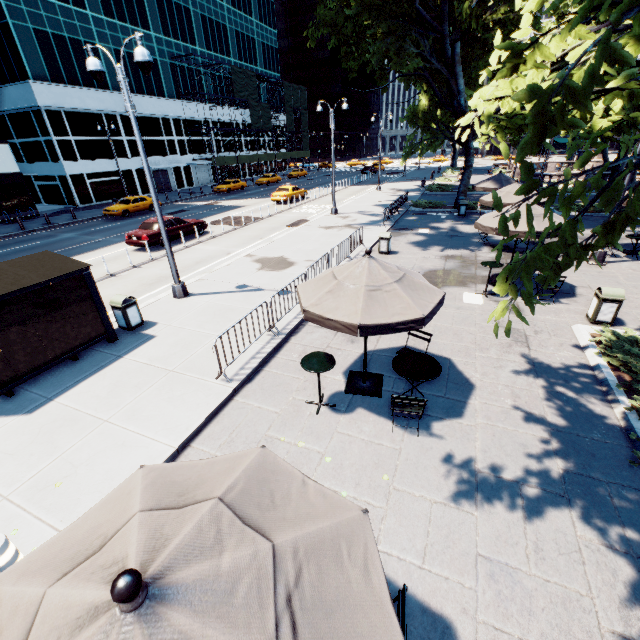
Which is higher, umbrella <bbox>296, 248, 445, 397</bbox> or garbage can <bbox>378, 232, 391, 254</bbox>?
umbrella <bbox>296, 248, 445, 397</bbox>

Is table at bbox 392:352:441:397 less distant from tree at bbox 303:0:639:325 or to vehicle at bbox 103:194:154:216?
tree at bbox 303:0:639:325

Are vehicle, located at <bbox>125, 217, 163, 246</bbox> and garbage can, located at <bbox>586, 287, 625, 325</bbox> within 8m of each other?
no

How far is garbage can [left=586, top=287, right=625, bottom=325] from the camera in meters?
8.8

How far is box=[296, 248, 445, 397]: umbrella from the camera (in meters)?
5.18

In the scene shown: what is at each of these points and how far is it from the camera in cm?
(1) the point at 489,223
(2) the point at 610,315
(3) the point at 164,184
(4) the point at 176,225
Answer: (1) umbrella, 1056
(2) garbage can, 898
(3) door, 4378
(4) vehicle, 1945

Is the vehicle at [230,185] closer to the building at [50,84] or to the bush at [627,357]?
the building at [50,84]

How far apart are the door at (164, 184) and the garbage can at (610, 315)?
47.70m
